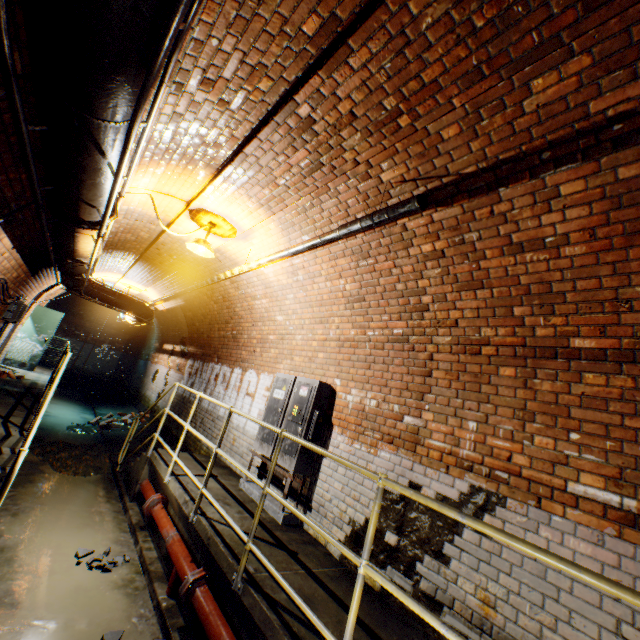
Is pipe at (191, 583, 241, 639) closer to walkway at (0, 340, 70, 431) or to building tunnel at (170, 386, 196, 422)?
building tunnel at (170, 386, 196, 422)

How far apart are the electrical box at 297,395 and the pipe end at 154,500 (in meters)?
1.11

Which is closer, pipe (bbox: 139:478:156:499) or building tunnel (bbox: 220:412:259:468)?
pipe (bbox: 139:478:156:499)

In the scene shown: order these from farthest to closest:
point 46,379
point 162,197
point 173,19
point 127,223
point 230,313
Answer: point 46,379 < point 230,313 < point 127,223 < point 162,197 < point 173,19

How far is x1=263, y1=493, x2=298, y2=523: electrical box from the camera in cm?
423

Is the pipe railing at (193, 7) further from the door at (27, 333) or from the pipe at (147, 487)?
the pipe at (147, 487)

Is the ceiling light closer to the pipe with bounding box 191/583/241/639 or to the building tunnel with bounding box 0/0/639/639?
the building tunnel with bounding box 0/0/639/639

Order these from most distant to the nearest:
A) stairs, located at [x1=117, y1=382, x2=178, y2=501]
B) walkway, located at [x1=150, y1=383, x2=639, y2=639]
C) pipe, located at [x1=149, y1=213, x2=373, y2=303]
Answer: stairs, located at [x1=117, y1=382, x2=178, y2=501], pipe, located at [x1=149, y1=213, x2=373, y2=303], walkway, located at [x1=150, y1=383, x2=639, y2=639]
